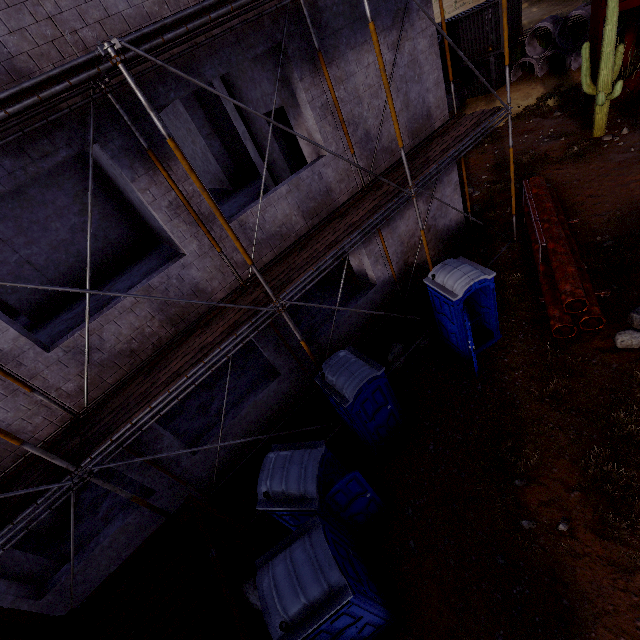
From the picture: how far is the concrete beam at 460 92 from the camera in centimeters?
2233cm

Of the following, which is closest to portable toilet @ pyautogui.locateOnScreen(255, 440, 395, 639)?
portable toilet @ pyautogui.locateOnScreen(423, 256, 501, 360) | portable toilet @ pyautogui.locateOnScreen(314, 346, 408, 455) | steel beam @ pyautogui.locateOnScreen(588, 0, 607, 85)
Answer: portable toilet @ pyautogui.locateOnScreen(314, 346, 408, 455)

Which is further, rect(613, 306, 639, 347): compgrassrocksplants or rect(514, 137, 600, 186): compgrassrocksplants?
rect(514, 137, 600, 186): compgrassrocksplants

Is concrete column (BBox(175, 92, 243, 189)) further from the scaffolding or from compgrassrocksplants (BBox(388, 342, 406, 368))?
compgrassrocksplants (BBox(388, 342, 406, 368))

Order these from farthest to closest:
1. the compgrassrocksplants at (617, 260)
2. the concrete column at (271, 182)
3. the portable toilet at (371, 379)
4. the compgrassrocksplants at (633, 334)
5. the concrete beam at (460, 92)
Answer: the concrete beam at (460, 92)
the concrete column at (271, 182)
the compgrassrocksplants at (617, 260)
the compgrassrocksplants at (633, 334)
the portable toilet at (371, 379)

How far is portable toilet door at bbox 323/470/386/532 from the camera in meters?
5.5

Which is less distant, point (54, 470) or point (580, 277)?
point (54, 470)

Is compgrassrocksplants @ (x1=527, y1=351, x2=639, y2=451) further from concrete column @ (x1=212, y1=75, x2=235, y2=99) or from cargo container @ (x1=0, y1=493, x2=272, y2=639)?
concrete column @ (x1=212, y1=75, x2=235, y2=99)
